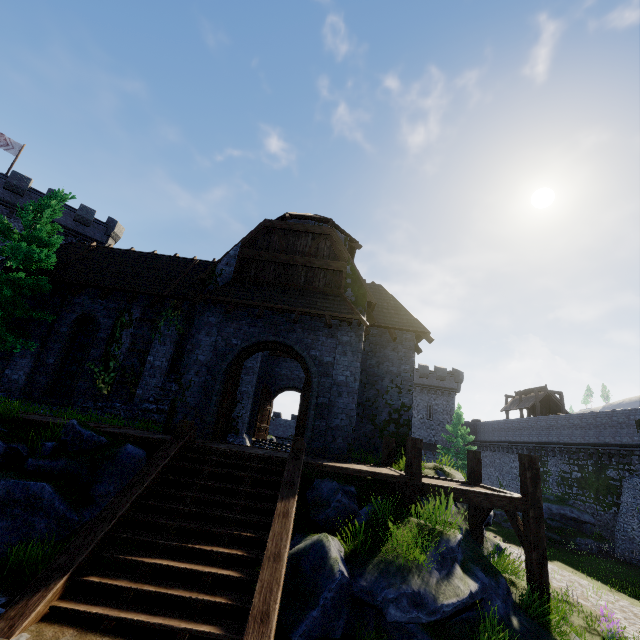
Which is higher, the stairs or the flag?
the flag

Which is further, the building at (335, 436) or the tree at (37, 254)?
the tree at (37, 254)

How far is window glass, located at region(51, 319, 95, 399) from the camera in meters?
14.4

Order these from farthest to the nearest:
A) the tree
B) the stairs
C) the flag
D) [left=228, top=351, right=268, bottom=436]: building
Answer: the flag, [left=228, top=351, right=268, bottom=436]: building, the tree, the stairs

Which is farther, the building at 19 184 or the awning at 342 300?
the building at 19 184

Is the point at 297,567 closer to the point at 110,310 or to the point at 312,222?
the point at 110,310

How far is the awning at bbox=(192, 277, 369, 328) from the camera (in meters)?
11.47

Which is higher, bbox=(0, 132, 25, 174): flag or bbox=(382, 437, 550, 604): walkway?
bbox=(0, 132, 25, 174): flag
